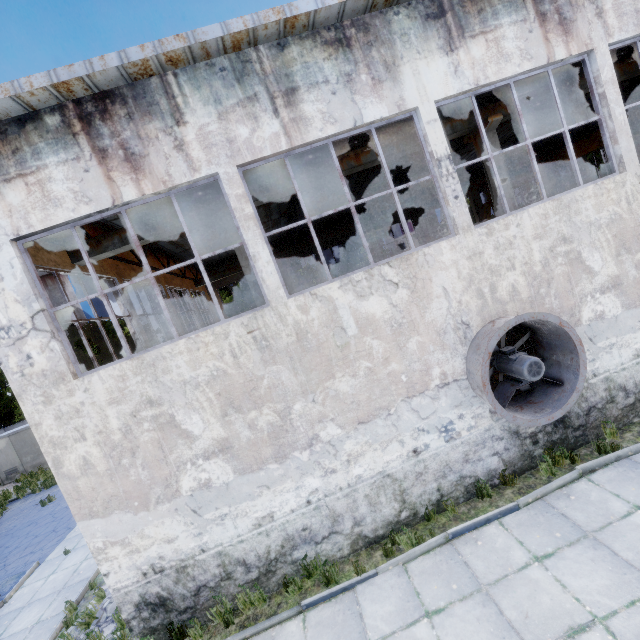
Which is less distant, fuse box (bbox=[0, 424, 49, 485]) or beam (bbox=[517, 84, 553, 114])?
beam (bbox=[517, 84, 553, 114])

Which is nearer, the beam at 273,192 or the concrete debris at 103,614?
the concrete debris at 103,614

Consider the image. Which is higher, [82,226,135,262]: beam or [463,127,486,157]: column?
[82,226,135,262]: beam

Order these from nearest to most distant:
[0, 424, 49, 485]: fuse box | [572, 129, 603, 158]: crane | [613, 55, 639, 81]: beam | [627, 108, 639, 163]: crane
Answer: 1. [613, 55, 639, 81]: beam
2. [627, 108, 639, 163]: crane
3. [572, 129, 603, 158]: crane
4. [0, 424, 49, 485]: fuse box

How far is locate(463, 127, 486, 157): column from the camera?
9.63m

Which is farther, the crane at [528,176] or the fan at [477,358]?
the crane at [528,176]

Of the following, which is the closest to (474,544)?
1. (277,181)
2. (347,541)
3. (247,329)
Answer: (347,541)

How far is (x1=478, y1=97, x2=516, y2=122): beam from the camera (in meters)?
9.48
